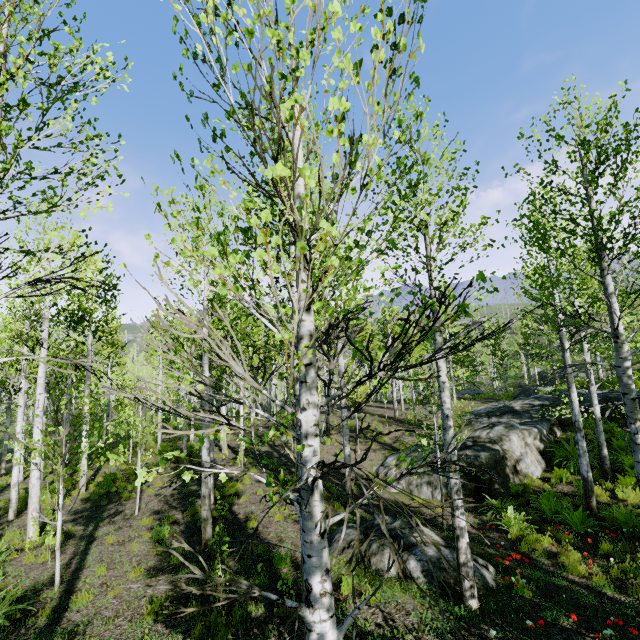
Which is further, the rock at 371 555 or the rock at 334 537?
the rock at 334 537

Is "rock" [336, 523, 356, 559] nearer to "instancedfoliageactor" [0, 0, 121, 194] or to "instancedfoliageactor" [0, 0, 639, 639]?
"instancedfoliageactor" [0, 0, 639, 639]

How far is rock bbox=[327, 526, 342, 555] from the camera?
7.42m

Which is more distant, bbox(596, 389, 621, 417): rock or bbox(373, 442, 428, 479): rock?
bbox(596, 389, 621, 417): rock

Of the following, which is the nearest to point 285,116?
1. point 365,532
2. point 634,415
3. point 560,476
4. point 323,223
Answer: point 323,223

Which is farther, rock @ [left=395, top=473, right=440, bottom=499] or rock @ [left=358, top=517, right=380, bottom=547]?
rock @ [left=395, top=473, right=440, bottom=499]

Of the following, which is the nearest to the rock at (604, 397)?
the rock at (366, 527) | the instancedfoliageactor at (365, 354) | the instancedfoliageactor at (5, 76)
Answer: the instancedfoliageactor at (365, 354)

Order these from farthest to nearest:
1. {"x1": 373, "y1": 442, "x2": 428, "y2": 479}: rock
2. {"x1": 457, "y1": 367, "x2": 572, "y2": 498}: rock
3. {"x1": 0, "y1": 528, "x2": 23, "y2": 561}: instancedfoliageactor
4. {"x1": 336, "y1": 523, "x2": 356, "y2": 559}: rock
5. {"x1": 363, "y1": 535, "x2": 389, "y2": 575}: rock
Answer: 1. {"x1": 373, "y1": 442, "x2": 428, "y2": 479}: rock
2. {"x1": 457, "y1": 367, "x2": 572, "y2": 498}: rock
3. {"x1": 0, "y1": 528, "x2": 23, "y2": 561}: instancedfoliageactor
4. {"x1": 336, "y1": 523, "x2": 356, "y2": 559}: rock
5. {"x1": 363, "y1": 535, "x2": 389, "y2": 575}: rock
